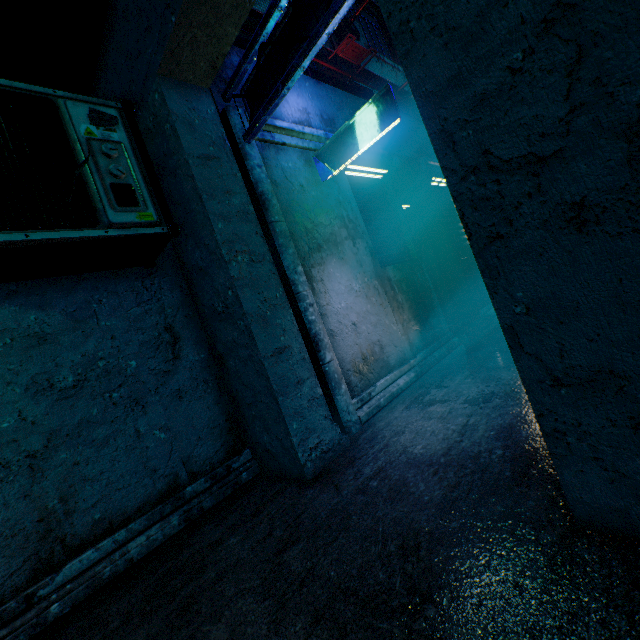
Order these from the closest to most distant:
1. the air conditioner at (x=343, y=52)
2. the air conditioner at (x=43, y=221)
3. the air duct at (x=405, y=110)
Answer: the air conditioner at (x=43, y=221) < the air duct at (x=405, y=110) < the air conditioner at (x=343, y=52)

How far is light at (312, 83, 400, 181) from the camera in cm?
282

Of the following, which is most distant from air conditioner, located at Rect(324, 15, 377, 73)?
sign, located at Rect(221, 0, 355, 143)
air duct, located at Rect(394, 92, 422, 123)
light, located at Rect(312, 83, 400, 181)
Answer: light, located at Rect(312, 83, 400, 181)

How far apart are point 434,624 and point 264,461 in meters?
1.8

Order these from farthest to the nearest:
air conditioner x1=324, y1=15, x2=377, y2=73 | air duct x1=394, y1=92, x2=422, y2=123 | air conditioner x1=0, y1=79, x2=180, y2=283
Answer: air conditioner x1=324, y1=15, x2=377, y2=73 < air duct x1=394, y1=92, x2=422, y2=123 < air conditioner x1=0, y1=79, x2=180, y2=283

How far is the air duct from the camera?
5.83m

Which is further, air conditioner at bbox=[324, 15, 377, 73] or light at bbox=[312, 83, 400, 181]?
air conditioner at bbox=[324, 15, 377, 73]

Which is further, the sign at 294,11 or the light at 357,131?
the light at 357,131
